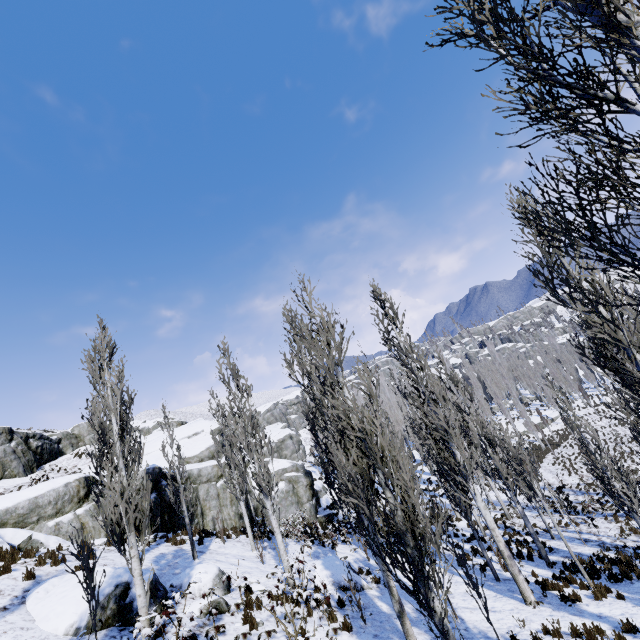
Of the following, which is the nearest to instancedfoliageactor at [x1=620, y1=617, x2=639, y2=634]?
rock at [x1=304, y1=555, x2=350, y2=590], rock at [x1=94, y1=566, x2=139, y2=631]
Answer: rock at [x1=304, y1=555, x2=350, y2=590]

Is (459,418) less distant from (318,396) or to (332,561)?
(332,561)

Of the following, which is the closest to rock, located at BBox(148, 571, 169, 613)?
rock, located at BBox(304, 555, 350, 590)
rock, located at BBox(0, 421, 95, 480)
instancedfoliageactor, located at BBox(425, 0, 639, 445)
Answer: instancedfoliageactor, located at BBox(425, 0, 639, 445)

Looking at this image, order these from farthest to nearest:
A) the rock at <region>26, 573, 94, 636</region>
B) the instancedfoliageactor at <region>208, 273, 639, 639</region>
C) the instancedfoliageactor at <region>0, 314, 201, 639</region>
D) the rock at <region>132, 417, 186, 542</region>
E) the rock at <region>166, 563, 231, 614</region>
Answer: the rock at <region>132, 417, 186, 542</region> < the rock at <region>166, 563, 231, 614</region> < the rock at <region>26, 573, 94, 636</region> < the instancedfoliageactor at <region>0, 314, 201, 639</region> < the instancedfoliageactor at <region>208, 273, 639, 639</region>

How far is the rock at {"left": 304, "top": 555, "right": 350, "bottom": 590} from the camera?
12.10m

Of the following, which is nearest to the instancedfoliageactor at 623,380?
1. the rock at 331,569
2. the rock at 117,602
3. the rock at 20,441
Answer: the rock at 331,569

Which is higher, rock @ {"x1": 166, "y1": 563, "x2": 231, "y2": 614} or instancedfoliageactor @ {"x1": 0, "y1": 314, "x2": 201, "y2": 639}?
instancedfoliageactor @ {"x1": 0, "y1": 314, "x2": 201, "y2": 639}

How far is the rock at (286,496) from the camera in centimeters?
2447cm
